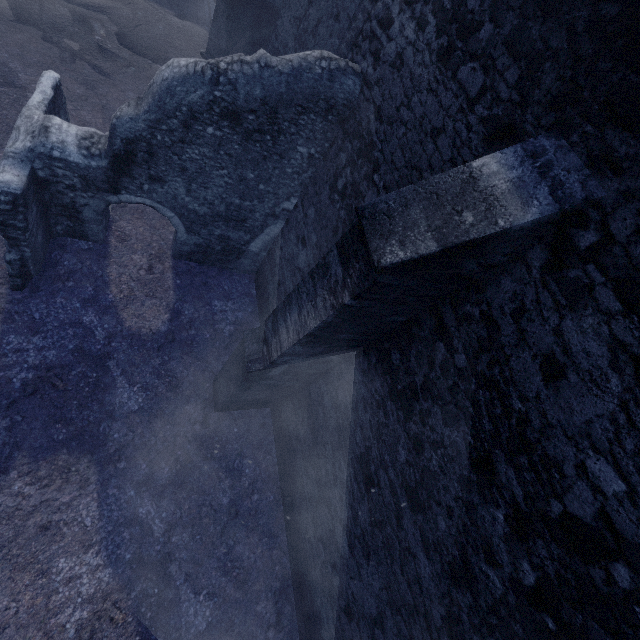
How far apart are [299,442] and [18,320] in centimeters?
496cm
